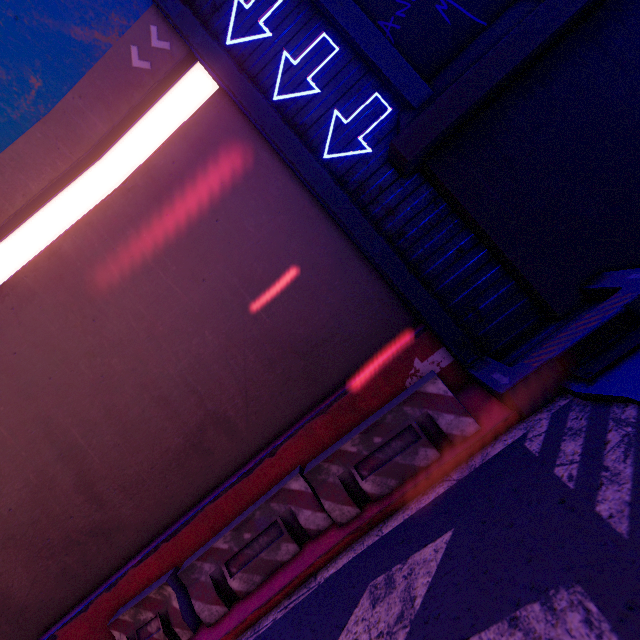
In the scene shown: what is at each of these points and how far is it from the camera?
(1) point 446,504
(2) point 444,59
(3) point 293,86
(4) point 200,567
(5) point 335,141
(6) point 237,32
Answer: (1) tunnel, 3.75m
(2) wall arch, 5.52m
(3) tunnel, 5.86m
(4) fence, 5.02m
(5) tunnel, 5.81m
(6) tunnel, 5.96m

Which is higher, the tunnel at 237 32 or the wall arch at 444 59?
the tunnel at 237 32

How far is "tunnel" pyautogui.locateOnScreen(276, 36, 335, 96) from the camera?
5.7 meters

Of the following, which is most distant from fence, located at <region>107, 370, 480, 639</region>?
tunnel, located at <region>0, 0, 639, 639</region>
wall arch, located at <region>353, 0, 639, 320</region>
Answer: wall arch, located at <region>353, 0, 639, 320</region>

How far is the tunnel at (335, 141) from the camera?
5.7 meters

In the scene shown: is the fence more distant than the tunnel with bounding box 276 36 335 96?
No
